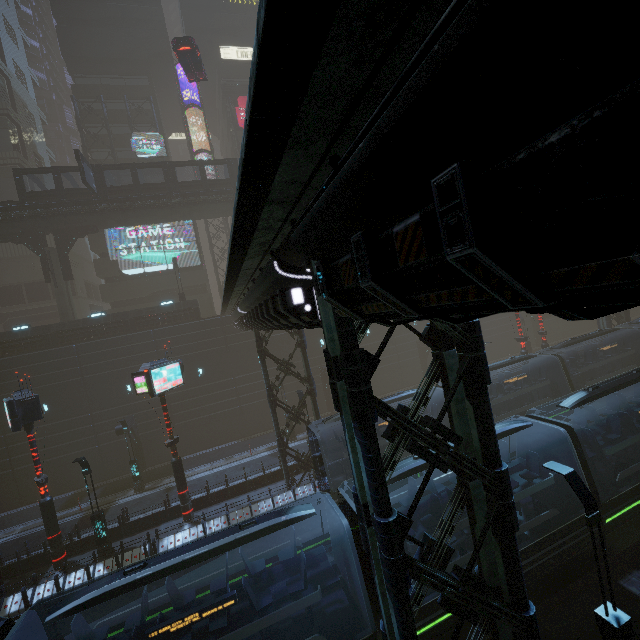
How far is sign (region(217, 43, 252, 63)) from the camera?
41.8 meters

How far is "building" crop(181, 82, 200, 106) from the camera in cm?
4128

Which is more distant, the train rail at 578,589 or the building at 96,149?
the building at 96,149

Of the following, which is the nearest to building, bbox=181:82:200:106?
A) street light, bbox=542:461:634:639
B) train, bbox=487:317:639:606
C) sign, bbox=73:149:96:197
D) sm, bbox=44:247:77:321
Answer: sm, bbox=44:247:77:321

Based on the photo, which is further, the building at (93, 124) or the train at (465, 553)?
the building at (93, 124)

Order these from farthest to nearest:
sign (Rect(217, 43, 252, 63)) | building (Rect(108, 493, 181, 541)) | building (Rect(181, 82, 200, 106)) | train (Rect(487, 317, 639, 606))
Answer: sign (Rect(217, 43, 252, 63)) → building (Rect(181, 82, 200, 106)) → building (Rect(108, 493, 181, 541)) → train (Rect(487, 317, 639, 606))

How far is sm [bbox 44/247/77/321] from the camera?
29.03m

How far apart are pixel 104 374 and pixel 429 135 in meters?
32.6
